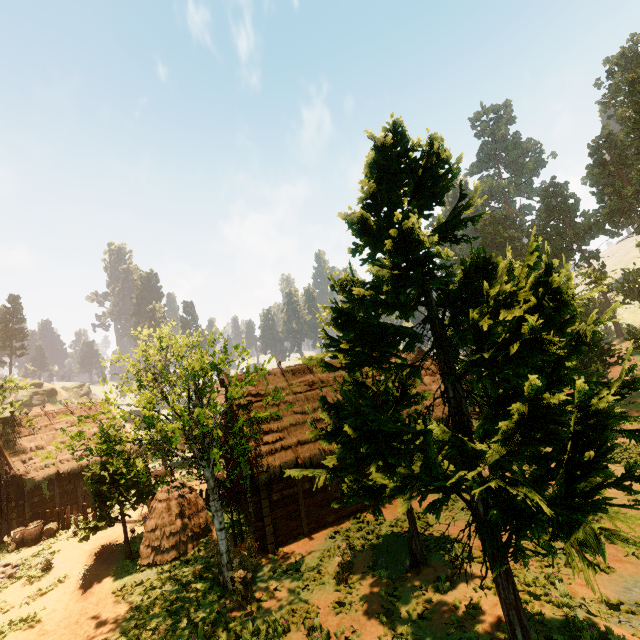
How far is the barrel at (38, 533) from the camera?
19.1 meters

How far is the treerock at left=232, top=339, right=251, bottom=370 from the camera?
11.9m

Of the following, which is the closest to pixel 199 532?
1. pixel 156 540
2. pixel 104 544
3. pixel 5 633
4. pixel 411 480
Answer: pixel 156 540

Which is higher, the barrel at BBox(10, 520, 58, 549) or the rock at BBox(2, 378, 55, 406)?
the rock at BBox(2, 378, 55, 406)

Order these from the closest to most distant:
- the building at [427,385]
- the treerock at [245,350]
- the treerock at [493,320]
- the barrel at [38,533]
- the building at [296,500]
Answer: the treerock at [493,320] → the treerock at [245,350] → the building at [296,500] → the barrel at [38,533] → the building at [427,385]

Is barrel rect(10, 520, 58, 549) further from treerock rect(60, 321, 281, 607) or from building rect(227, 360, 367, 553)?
building rect(227, 360, 367, 553)

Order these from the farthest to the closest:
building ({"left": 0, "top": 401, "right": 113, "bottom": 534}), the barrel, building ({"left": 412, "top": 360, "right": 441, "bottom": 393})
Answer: building ({"left": 0, "top": 401, "right": 113, "bottom": 534})
building ({"left": 412, "top": 360, "right": 441, "bottom": 393})
the barrel

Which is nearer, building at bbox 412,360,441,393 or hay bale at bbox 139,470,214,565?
hay bale at bbox 139,470,214,565
